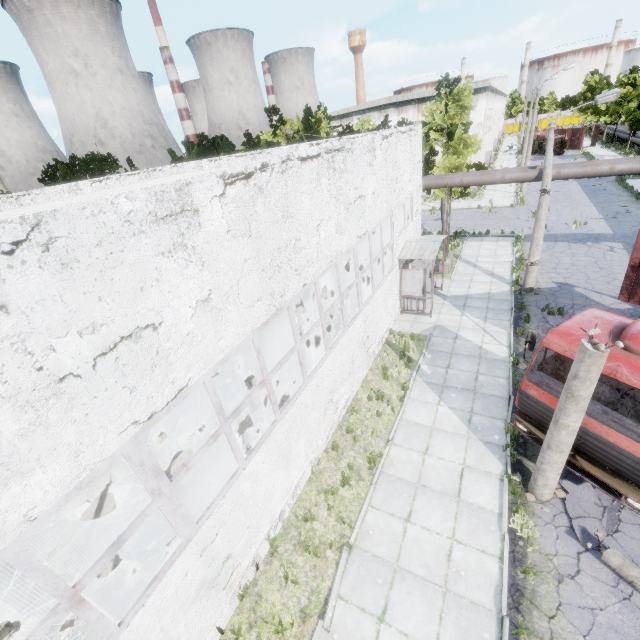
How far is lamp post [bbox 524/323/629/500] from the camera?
5.21m

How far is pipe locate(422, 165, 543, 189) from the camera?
15.2 meters

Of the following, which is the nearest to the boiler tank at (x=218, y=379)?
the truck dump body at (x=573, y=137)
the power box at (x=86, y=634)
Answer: the power box at (x=86, y=634)

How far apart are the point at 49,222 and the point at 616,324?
9.91m

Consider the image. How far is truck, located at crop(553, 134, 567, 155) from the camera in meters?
48.8 m

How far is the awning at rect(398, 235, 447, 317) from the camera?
14.1 meters

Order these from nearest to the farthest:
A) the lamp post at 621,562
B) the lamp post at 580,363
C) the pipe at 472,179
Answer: the lamp post at 580,363, the lamp post at 621,562, the pipe at 472,179

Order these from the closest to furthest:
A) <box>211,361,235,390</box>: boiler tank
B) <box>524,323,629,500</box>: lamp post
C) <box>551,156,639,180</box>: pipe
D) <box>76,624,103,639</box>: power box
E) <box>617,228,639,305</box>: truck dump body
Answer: <box>76,624,103,639</box>: power box → <box>524,323,629,500</box>: lamp post → <box>617,228,639,305</box>: truck dump body → <box>211,361,235,390</box>: boiler tank → <box>551,156,639,180</box>: pipe
